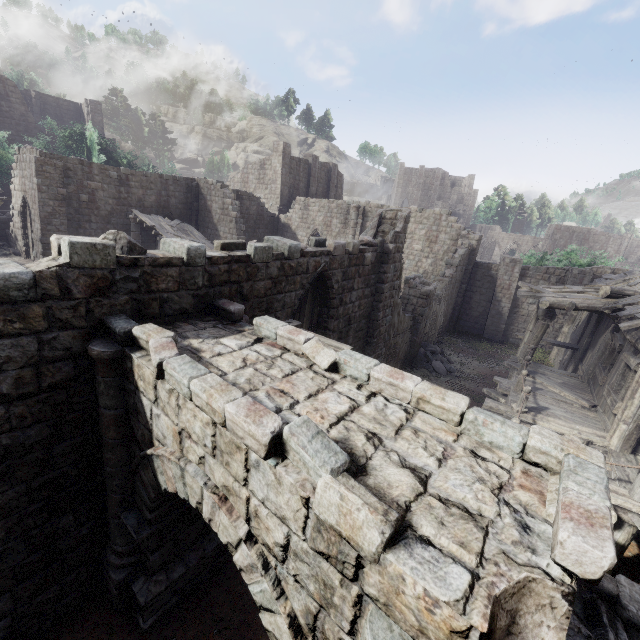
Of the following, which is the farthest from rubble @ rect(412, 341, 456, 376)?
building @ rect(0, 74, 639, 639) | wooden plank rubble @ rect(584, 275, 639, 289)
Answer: wooden plank rubble @ rect(584, 275, 639, 289)

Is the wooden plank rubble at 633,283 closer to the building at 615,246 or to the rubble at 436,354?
the building at 615,246

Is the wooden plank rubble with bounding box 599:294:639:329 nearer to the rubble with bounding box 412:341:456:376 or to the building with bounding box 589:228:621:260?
the building with bounding box 589:228:621:260

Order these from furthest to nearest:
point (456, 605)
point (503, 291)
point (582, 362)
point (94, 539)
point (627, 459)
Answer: point (503, 291) → point (582, 362) → point (627, 459) → point (94, 539) → point (456, 605)

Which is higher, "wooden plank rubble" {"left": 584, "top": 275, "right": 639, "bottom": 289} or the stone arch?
"wooden plank rubble" {"left": 584, "top": 275, "right": 639, "bottom": 289}

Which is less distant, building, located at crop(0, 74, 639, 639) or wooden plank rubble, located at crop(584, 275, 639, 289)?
building, located at crop(0, 74, 639, 639)

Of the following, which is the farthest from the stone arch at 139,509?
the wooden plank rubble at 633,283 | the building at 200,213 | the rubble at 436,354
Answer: the rubble at 436,354
